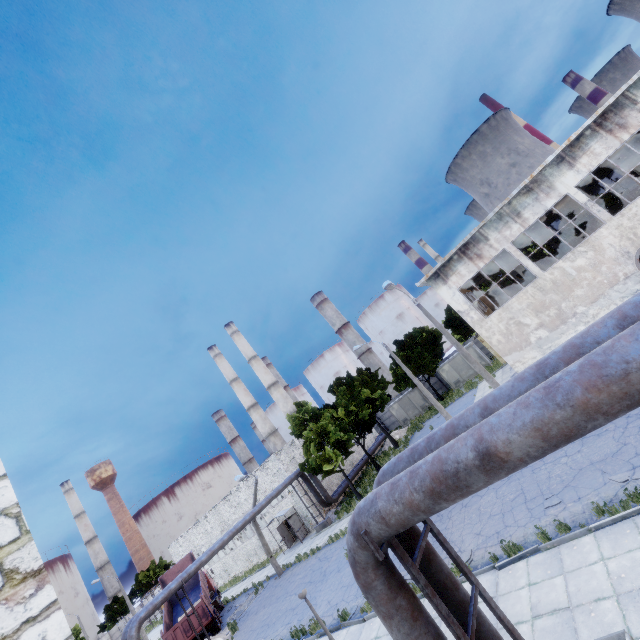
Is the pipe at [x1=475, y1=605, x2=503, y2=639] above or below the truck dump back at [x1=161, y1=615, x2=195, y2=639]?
above

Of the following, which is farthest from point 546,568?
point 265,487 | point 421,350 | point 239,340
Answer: point 239,340

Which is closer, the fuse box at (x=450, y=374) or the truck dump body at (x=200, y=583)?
the truck dump body at (x=200, y=583)

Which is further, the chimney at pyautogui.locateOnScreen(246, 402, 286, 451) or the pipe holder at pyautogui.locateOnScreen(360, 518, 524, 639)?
the chimney at pyautogui.locateOnScreen(246, 402, 286, 451)

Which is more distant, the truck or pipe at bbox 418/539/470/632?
the truck

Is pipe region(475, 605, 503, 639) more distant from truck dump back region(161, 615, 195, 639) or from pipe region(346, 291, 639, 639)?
truck dump back region(161, 615, 195, 639)

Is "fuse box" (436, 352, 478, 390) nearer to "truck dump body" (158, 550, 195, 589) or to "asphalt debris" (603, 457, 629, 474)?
"asphalt debris" (603, 457, 629, 474)

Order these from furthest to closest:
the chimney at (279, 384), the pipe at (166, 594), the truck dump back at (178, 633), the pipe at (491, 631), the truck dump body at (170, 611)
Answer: the chimney at (279, 384), the truck dump body at (170, 611), the truck dump back at (178, 633), the pipe at (166, 594), the pipe at (491, 631)
